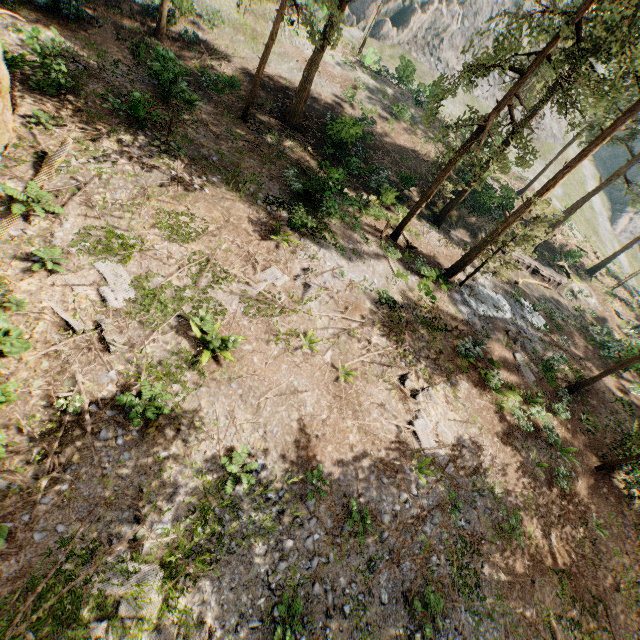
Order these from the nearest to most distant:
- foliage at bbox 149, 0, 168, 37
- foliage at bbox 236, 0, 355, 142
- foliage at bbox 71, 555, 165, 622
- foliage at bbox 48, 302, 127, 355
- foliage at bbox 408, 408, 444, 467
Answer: foliage at bbox 71, 555, 165, 622 → foliage at bbox 48, 302, 127, 355 → foliage at bbox 408, 408, 444, 467 → foliage at bbox 236, 0, 355, 142 → foliage at bbox 149, 0, 168, 37

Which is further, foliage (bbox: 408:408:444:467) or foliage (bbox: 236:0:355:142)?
foliage (bbox: 236:0:355:142)

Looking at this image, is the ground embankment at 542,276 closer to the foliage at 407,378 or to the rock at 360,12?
the foliage at 407,378

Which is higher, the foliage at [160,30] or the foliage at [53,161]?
the foliage at [160,30]

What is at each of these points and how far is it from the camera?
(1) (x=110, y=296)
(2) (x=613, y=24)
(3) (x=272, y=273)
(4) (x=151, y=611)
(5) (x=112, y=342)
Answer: (1) foliage, 10.54m
(2) foliage, 11.27m
(3) foliage, 14.27m
(4) foliage, 7.59m
(5) foliage, 9.80m

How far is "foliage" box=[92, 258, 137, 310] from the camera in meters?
10.5

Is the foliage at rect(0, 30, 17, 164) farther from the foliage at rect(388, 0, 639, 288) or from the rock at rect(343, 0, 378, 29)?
the rock at rect(343, 0, 378, 29)
